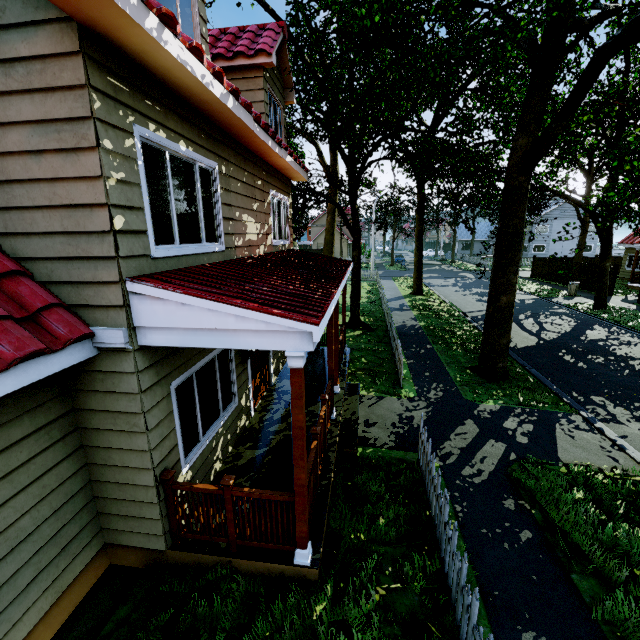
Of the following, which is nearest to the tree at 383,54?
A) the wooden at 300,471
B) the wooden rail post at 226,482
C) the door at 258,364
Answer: the door at 258,364

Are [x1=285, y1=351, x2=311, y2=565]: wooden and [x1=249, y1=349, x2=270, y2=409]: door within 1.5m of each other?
no

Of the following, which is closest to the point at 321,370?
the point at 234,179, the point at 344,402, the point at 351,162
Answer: the point at 344,402

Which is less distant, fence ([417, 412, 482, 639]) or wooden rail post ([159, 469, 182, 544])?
fence ([417, 412, 482, 639])

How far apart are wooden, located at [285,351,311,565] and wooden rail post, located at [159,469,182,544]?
1.56m

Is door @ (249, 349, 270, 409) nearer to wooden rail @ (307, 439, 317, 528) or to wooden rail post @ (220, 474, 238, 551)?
wooden rail @ (307, 439, 317, 528)

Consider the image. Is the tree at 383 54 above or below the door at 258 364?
above

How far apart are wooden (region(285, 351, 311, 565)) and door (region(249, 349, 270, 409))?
3.5m
